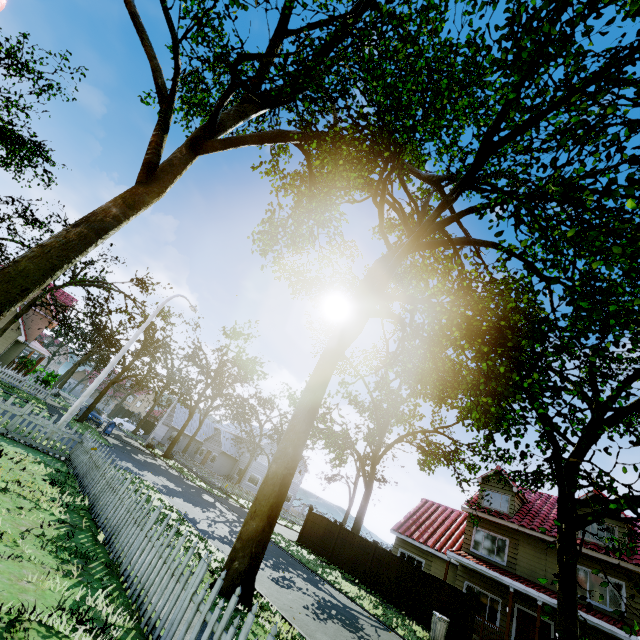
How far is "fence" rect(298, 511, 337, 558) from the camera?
20.5 meters

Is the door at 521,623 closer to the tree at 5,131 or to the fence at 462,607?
the tree at 5,131

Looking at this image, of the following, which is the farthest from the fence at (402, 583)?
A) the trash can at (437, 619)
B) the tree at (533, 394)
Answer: the trash can at (437, 619)

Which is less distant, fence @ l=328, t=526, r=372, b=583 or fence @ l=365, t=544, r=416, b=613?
fence @ l=365, t=544, r=416, b=613

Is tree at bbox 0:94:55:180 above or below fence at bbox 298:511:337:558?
above

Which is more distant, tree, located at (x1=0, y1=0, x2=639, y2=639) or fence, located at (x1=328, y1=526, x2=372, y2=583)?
fence, located at (x1=328, y1=526, x2=372, y2=583)

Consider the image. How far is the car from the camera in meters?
27.9

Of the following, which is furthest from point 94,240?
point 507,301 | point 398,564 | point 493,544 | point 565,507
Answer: point 493,544
